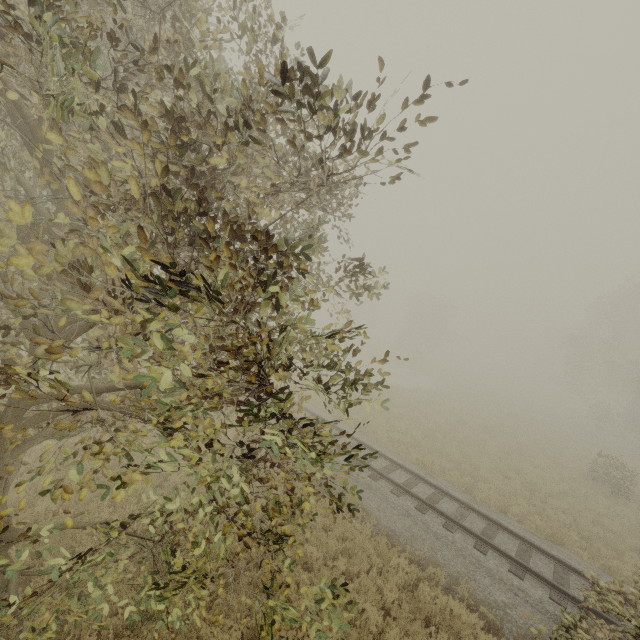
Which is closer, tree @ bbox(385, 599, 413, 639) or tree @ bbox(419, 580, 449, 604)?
tree @ bbox(385, 599, 413, 639)

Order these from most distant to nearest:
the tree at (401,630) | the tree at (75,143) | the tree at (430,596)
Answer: the tree at (430,596)
the tree at (401,630)
the tree at (75,143)

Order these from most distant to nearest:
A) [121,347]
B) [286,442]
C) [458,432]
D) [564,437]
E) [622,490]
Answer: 1. [564,437]
2. [458,432]
3. [622,490]
4. [286,442]
5. [121,347]

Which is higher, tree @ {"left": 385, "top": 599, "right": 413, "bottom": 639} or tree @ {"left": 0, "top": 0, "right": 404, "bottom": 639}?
tree @ {"left": 0, "top": 0, "right": 404, "bottom": 639}

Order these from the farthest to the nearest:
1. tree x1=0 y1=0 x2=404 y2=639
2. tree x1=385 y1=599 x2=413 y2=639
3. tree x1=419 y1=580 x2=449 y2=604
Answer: tree x1=419 y1=580 x2=449 y2=604 → tree x1=385 y1=599 x2=413 y2=639 → tree x1=0 y1=0 x2=404 y2=639

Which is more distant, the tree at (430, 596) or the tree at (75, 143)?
the tree at (430, 596)
